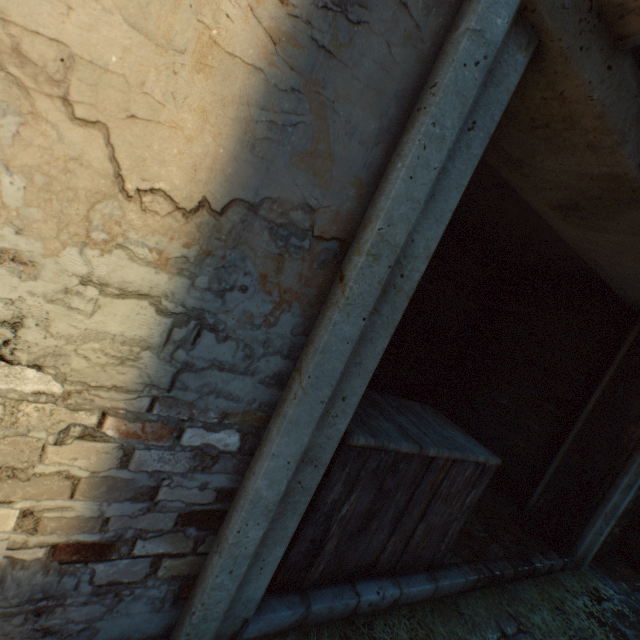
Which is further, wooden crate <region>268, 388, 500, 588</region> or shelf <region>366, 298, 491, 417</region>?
shelf <region>366, 298, 491, 417</region>

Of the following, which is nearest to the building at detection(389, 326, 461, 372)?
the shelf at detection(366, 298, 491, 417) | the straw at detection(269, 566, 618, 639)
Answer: the straw at detection(269, 566, 618, 639)

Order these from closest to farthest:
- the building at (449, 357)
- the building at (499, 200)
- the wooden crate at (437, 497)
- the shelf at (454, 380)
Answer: the building at (499, 200)
the wooden crate at (437, 497)
the shelf at (454, 380)
the building at (449, 357)

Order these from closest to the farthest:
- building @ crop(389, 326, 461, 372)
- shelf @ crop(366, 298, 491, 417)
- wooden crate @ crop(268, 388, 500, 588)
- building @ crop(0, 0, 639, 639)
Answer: building @ crop(0, 0, 639, 639)
wooden crate @ crop(268, 388, 500, 588)
shelf @ crop(366, 298, 491, 417)
building @ crop(389, 326, 461, 372)

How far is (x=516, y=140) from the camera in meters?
1.8 m

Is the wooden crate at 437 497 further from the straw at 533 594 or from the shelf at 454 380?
the shelf at 454 380

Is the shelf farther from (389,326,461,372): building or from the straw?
(389,326,461,372): building

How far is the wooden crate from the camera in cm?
172
